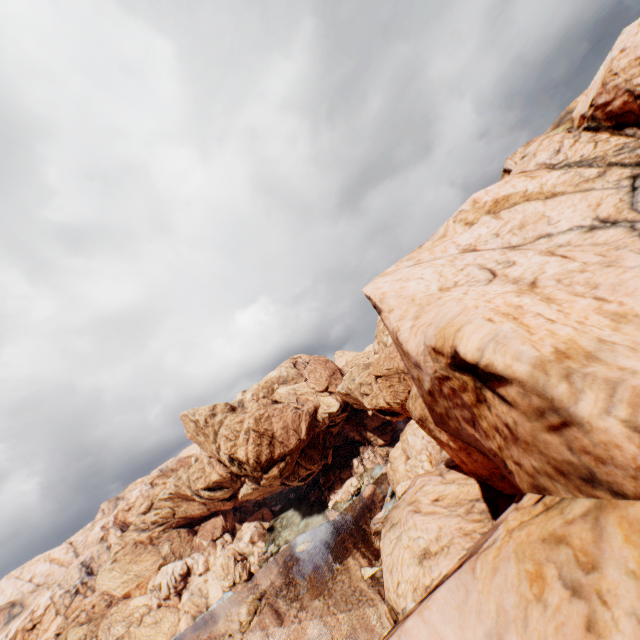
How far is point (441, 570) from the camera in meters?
16.5
